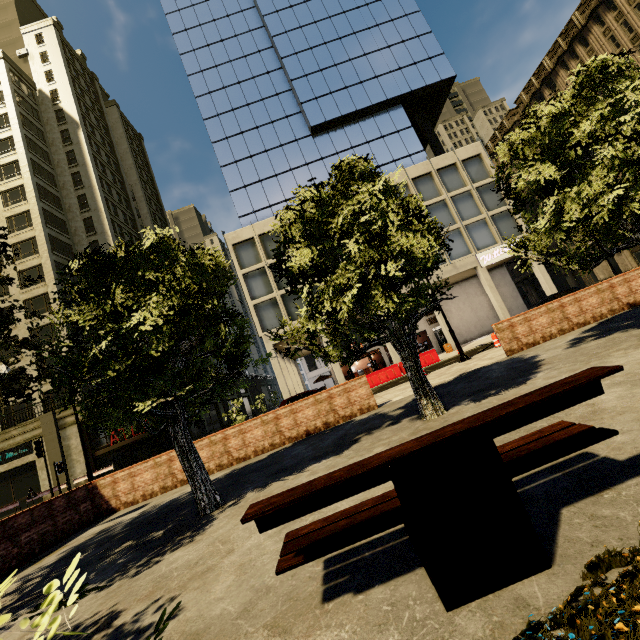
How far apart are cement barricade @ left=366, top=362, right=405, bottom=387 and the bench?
19.01m

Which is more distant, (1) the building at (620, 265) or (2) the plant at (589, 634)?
(1) the building at (620, 265)

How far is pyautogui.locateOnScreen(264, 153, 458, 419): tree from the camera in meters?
6.0 m

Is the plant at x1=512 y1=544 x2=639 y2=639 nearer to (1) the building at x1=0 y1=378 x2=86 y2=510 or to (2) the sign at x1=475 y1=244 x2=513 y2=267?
(1) the building at x1=0 y1=378 x2=86 y2=510

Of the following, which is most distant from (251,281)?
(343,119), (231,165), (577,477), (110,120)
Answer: (110,120)

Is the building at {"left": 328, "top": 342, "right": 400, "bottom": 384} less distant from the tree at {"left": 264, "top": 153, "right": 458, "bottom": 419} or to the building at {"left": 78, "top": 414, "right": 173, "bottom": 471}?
the building at {"left": 78, "top": 414, "right": 173, "bottom": 471}

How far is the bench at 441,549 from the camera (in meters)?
1.95

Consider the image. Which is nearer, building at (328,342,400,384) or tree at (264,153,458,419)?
tree at (264,153,458,419)
